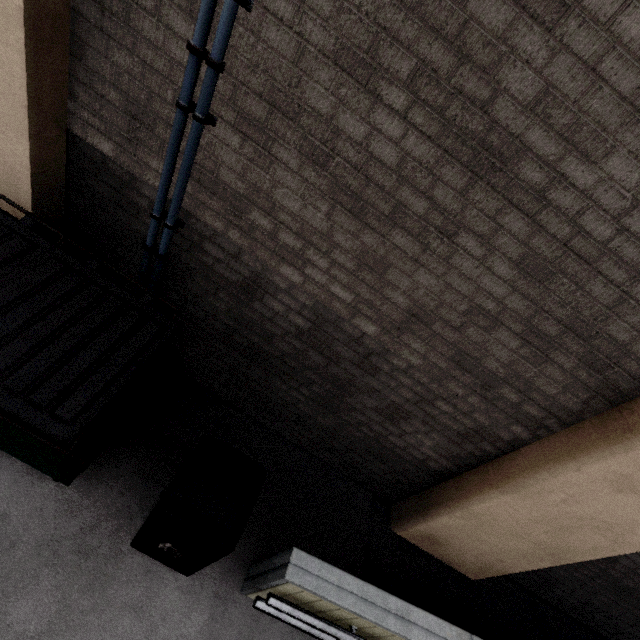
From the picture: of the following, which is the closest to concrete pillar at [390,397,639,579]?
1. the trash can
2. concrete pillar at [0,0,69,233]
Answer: concrete pillar at [0,0,69,233]

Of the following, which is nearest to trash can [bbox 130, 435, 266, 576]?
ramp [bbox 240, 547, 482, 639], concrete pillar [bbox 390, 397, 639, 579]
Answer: ramp [bbox 240, 547, 482, 639]

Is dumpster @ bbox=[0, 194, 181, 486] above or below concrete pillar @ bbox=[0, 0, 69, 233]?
below

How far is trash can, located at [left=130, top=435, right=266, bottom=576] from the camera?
2.0 meters

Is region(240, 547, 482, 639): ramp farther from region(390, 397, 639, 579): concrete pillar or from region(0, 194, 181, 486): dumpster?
region(0, 194, 181, 486): dumpster

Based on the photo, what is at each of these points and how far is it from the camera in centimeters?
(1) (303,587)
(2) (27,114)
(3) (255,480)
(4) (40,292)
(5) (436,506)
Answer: (1) ramp, 227cm
(2) concrete pillar, 216cm
(3) trash can, 232cm
(4) dumpster, 215cm
(5) concrete pillar, 349cm

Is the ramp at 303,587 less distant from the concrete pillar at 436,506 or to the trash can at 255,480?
the trash can at 255,480

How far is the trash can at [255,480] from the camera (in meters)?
2.00
